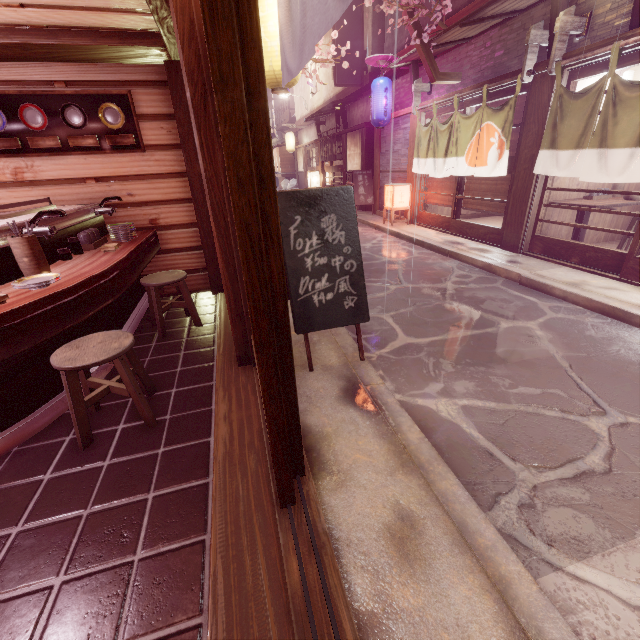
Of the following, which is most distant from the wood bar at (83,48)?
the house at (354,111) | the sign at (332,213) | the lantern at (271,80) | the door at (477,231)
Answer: the house at (354,111)

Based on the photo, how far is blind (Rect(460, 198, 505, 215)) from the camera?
12.0m

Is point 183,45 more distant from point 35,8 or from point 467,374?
point 467,374

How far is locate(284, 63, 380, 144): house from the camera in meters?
20.8 m

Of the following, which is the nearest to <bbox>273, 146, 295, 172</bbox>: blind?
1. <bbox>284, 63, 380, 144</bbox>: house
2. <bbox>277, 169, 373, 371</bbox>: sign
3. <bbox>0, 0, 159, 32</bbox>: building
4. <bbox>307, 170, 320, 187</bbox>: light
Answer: <bbox>284, 63, 380, 144</bbox>: house

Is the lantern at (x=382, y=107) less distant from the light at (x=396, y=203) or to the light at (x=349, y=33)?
the light at (x=396, y=203)

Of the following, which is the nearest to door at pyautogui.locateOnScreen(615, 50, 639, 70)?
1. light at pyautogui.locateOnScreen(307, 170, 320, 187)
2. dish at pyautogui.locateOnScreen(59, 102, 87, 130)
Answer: dish at pyautogui.locateOnScreen(59, 102, 87, 130)

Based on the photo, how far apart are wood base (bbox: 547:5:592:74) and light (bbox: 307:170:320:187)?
24.6m
